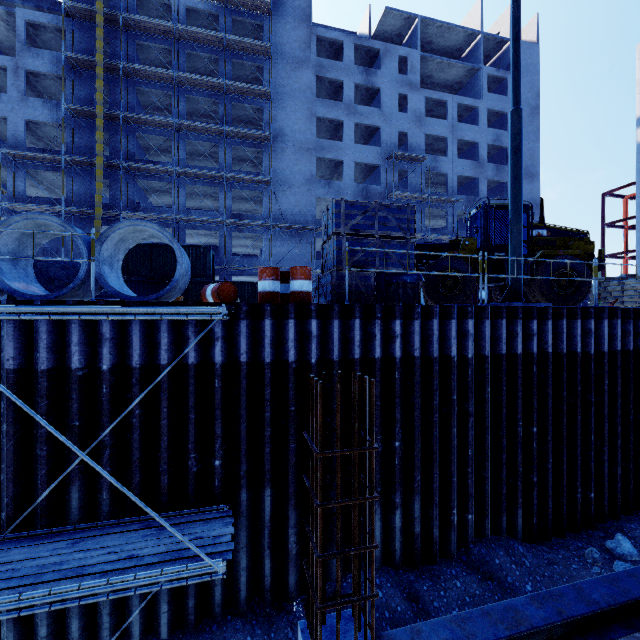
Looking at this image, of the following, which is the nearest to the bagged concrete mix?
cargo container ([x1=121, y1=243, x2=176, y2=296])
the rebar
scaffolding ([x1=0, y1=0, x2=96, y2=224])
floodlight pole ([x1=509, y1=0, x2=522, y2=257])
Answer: floodlight pole ([x1=509, y1=0, x2=522, y2=257])

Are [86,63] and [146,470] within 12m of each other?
no

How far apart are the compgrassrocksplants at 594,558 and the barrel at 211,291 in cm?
1078

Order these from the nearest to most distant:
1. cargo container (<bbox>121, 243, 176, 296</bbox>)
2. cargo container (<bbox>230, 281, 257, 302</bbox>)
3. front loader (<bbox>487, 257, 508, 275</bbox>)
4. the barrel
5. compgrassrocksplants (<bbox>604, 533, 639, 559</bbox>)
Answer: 1. the barrel
2. compgrassrocksplants (<bbox>604, 533, 639, 559</bbox>)
3. front loader (<bbox>487, 257, 508, 275</bbox>)
4. cargo container (<bbox>121, 243, 176, 296</bbox>)
5. cargo container (<bbox>230, 281, 257, 302</bbox>)

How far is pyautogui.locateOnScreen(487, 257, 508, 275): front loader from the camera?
12.0 meters

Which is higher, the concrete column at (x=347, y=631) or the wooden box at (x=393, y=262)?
the wooden box at (x=393, y=262)

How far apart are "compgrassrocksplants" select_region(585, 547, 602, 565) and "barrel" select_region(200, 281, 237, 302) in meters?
10.8

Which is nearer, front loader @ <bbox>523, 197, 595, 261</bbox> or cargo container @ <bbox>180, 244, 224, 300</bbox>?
front loader @ <bbox>523, 197, 595, 261</bbox>
